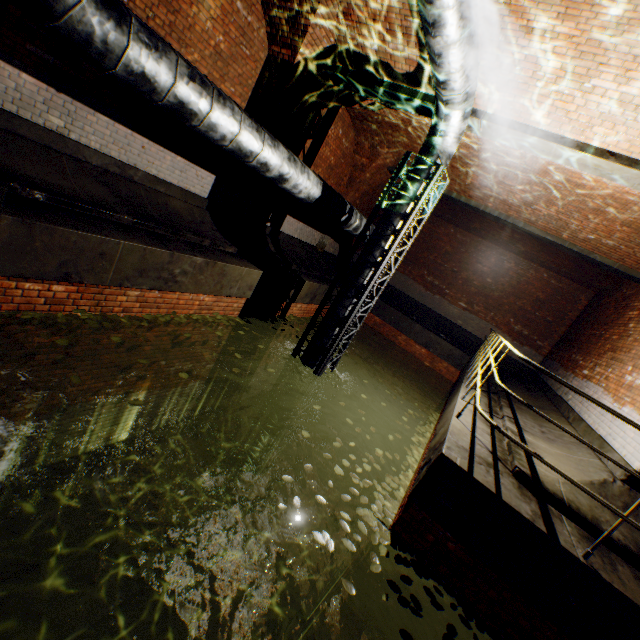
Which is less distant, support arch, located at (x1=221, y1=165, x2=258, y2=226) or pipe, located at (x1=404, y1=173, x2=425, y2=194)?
pipe, located at (x1=404, y1=173, x2=425, y2=194)

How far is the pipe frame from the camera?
Answer: 5.8m

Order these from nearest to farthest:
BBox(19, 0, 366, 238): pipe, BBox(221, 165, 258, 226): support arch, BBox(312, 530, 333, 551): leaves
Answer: BBox(19, 0, 366, 238): pipe, BBox(312, 530, 333, 551): leaves, BBox(221, 165, 258, 226): support arch

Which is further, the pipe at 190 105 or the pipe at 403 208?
the pipe at 403 208

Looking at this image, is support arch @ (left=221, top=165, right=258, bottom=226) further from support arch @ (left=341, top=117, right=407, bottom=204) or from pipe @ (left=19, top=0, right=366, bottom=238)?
pipe @ (left=19, top=0, right=366, bottom=238)

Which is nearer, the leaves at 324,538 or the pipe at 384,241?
the leaves at 324,538

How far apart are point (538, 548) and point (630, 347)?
6.28m

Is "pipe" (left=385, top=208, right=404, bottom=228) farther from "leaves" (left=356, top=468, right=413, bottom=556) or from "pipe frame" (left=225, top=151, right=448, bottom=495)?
"leaves" (left=356, top=468, right=413, bottom=556)
